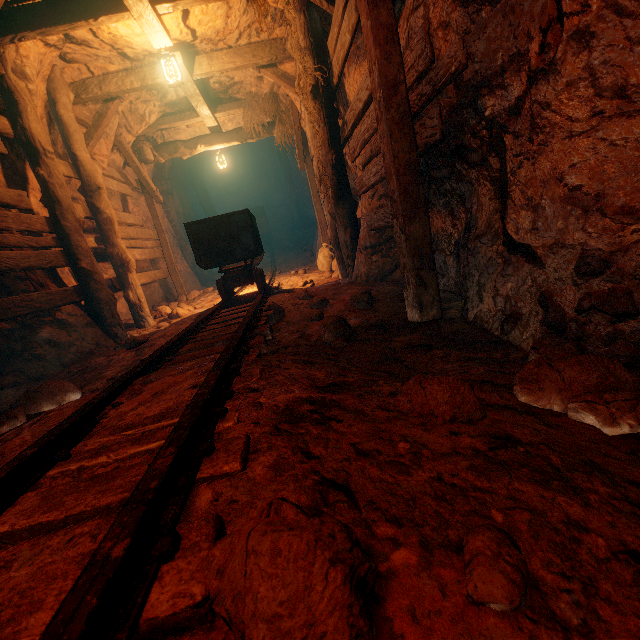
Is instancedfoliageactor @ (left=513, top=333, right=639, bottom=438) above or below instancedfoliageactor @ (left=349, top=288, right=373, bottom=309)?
above

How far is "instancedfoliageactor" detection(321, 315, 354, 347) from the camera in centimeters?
270cm

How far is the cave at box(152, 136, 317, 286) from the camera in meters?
11.4

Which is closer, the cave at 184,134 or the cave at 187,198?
the cave at 184,134

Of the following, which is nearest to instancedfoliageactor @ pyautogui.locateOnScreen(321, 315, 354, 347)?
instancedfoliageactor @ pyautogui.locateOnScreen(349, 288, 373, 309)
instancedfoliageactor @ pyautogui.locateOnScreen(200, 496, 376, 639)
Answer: instancedfoliageactor @ pyautogui.locateOnScreen(349, 288, 373, 309)

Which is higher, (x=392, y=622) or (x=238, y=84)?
(x=238, y=84)

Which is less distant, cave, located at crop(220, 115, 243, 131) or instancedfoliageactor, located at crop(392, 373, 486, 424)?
instancedfoliageactor, located at crop(392, 373, 486, 424)

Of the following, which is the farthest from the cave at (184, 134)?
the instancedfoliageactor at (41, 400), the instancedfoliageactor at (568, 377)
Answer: the instancedfoliageactor at (568, 377)
